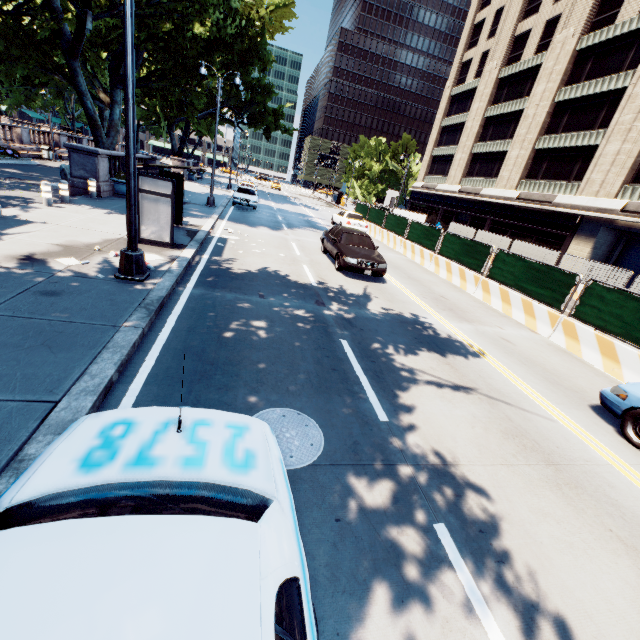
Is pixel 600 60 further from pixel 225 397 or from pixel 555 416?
pixel 225 397

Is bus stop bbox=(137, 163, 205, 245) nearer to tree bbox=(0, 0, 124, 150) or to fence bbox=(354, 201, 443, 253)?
tree bbox=(0, 0, 124, 150)

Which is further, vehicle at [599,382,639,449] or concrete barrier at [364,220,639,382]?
concrete barrier at [364,220,639,382]

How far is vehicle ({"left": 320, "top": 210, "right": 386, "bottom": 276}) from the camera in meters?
12.0 m

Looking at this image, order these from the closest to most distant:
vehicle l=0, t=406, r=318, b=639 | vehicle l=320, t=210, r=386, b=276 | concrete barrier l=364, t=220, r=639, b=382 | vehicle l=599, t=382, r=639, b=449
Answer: vehicle l=0, t=406, r=318, b=639, vehicle l=599, t=382, r=639, b=449, concrete barrier l=364, t=220, r=639, b=382, vehicle l=320, t=210, r=386, b=276

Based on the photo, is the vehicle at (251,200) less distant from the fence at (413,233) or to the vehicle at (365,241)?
the fence at (413,233)

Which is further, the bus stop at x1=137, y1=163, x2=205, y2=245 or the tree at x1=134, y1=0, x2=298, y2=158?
the tree at x1=134, y1=0, x2=298, y2=158

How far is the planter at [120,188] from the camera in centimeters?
1660cm
